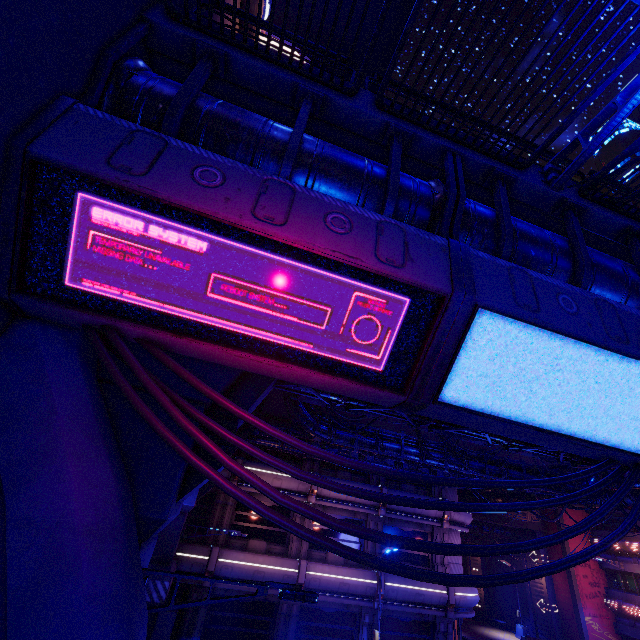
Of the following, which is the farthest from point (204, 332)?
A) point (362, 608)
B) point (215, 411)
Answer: point (362, 608)

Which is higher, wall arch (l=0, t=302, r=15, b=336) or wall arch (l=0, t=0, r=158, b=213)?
wall arch (l=0, t=0, r=158, b=213)

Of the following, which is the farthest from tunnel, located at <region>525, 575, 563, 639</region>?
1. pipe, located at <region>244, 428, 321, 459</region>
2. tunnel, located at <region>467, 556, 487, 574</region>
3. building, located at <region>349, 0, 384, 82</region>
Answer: building, located at <region>349, 0, 384, 82</region>

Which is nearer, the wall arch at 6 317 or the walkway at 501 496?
the wall arch at 6 317

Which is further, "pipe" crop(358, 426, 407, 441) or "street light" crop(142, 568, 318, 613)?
"pipe" crop(358, 426, 407, 441)

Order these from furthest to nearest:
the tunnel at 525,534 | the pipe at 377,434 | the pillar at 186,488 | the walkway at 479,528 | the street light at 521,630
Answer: the walkway at 479,528 → the tunnel at 525,534 → the street light at 521,630 → the pipe at 377,434 → the pillar at 186,488

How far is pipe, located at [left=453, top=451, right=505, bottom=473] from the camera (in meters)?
16.98

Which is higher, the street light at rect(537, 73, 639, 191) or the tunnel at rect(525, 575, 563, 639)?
the street light at rect(537, 73, 639, 191)
